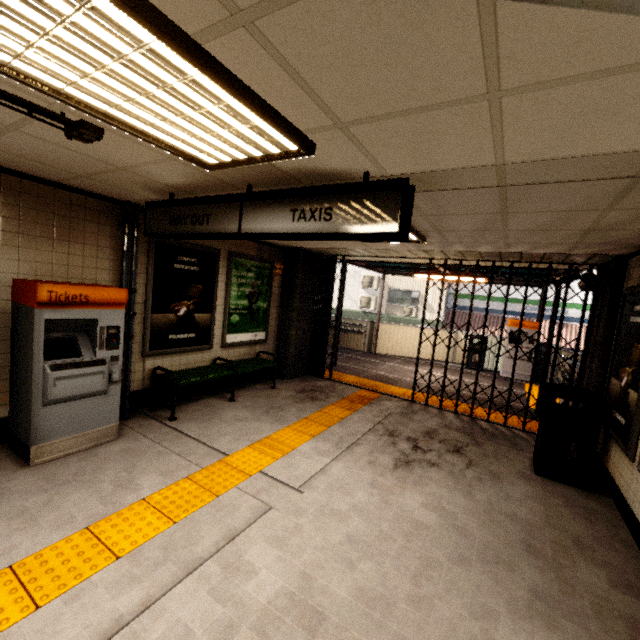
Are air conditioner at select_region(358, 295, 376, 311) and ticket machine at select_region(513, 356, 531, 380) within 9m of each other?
no

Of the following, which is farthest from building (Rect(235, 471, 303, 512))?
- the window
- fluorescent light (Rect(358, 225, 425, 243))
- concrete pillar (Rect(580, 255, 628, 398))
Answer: concrete pillar (Rect(580, 255, 628, 398))

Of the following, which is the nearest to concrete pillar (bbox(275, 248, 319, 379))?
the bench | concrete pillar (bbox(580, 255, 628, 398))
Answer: the bench

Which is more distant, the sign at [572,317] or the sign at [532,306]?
the sign at [532,306]

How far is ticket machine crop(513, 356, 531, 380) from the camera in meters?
10.0 m

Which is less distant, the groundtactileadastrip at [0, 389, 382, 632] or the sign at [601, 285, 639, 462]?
the groundtactileadastrip at [0, 389, 382, 632]

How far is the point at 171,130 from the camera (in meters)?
1.95

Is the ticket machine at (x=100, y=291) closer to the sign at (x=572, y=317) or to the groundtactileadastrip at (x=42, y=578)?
the groundtactileadastrip at (x=42, y=578)
